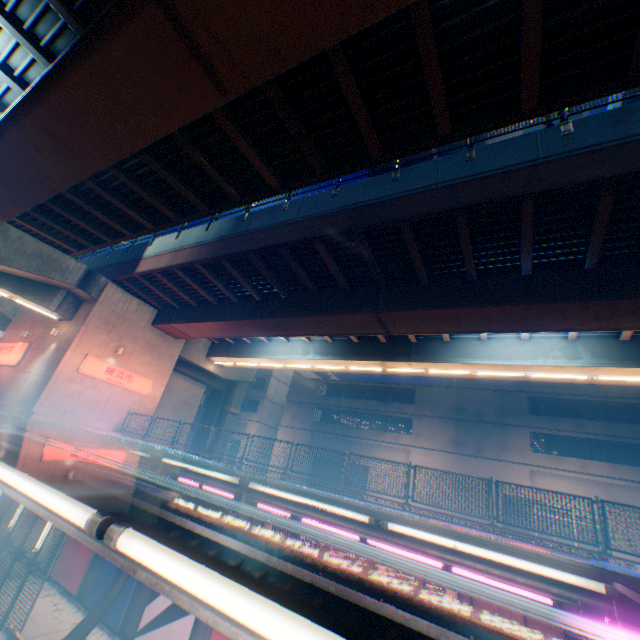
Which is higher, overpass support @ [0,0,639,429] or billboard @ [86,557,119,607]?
overpass support @ [0,0,639,429]

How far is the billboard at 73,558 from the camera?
14.88m

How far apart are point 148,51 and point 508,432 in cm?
3228

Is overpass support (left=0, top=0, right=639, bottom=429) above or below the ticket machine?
above

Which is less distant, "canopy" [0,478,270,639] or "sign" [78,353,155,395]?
"canopy" [0,478,270,639]

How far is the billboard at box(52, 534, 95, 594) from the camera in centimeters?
1488cm

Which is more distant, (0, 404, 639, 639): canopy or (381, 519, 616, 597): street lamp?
(381, 519, 616, 597): street lamp

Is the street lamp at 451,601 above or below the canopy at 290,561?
below
